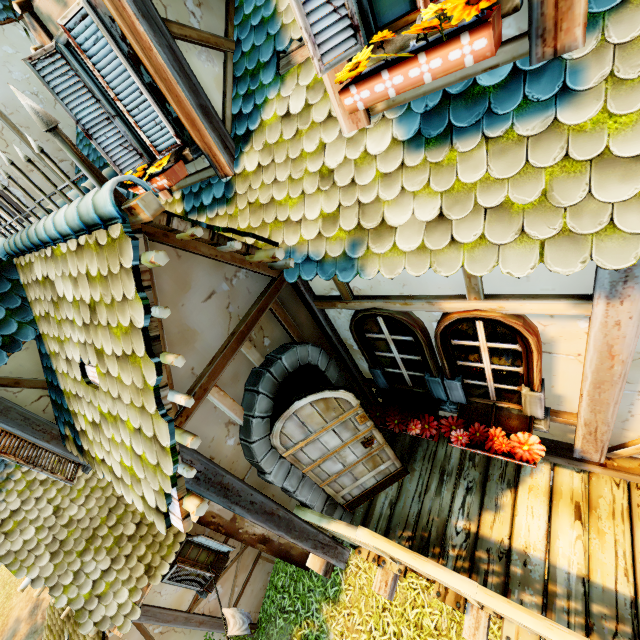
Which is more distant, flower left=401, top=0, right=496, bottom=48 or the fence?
the fence

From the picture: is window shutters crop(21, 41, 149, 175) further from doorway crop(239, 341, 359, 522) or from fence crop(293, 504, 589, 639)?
fence crop(293, 504, 589, 639)

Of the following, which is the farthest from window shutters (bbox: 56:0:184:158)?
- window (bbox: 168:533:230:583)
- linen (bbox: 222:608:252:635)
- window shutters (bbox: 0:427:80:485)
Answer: linen (bbox: 222:608:252:635)

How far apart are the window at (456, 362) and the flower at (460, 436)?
0.0m

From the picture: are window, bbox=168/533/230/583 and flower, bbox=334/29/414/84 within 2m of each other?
no

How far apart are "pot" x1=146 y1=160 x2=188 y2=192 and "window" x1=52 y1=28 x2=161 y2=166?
0.04m

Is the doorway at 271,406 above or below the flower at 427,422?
above

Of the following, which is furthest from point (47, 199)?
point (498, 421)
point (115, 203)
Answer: point (498, 421)
